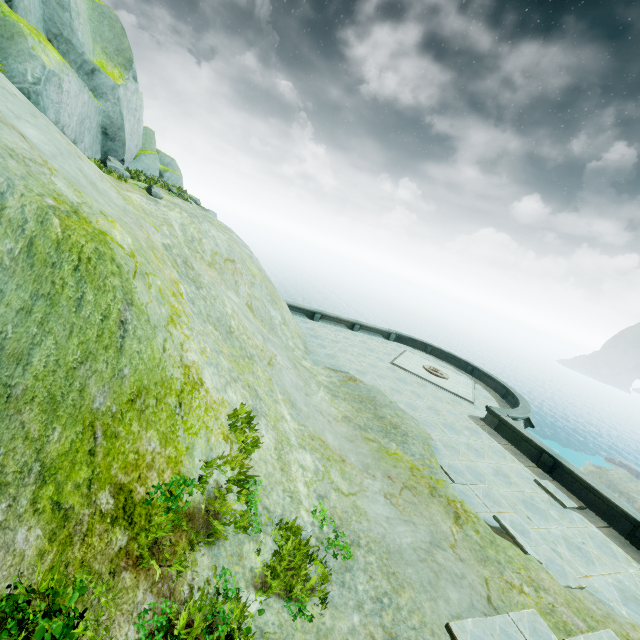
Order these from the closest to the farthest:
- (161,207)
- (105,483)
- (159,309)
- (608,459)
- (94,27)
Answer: (105,483) → (159,309) → (161,207) → (94,27) → (608,459)
